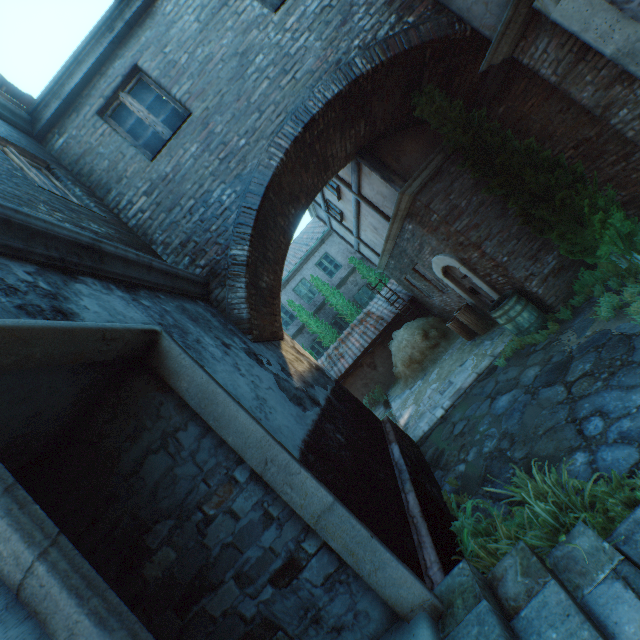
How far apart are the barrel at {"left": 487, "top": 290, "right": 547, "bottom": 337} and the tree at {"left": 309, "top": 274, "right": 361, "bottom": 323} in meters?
10.4

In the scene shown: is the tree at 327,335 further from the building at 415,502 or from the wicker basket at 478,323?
the wicker basket at 478,323

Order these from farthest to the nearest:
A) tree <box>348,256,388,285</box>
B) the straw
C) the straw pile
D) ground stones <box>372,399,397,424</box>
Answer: tree <box>348,256,388,285</box>
the straw pile
ground stones <box>372,399,397,424</box>
the straw

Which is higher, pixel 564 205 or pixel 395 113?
pixel 395 113

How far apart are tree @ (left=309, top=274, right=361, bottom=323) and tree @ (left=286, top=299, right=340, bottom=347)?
0.7 meters

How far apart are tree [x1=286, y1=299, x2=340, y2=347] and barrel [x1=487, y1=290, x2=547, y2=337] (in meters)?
10.82

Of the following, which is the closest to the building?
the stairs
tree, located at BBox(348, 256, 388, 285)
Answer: the stairs

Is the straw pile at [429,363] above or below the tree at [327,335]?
below
